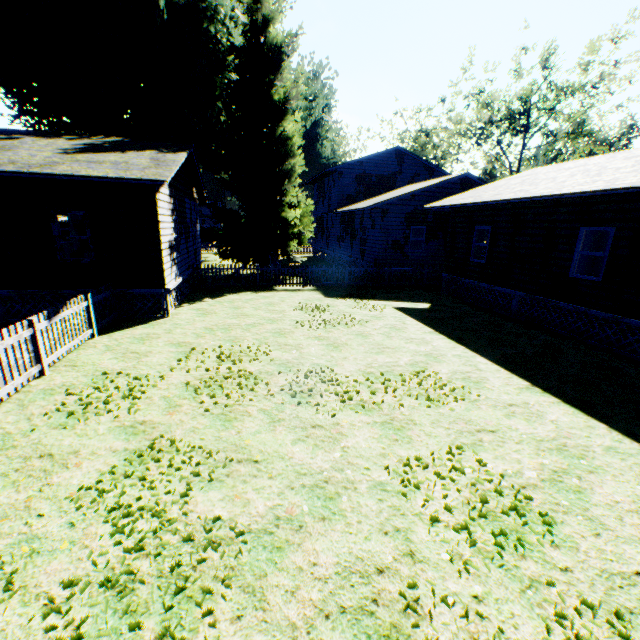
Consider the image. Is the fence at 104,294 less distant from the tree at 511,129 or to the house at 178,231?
the house at 178,231

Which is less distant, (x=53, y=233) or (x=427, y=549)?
(x=427, y=549)

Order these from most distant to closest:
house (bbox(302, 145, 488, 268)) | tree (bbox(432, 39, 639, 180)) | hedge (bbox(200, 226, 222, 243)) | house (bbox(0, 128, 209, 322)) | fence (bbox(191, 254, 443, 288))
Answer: hedge (bbox(200, 226, 222, 243)), tree (bbox(432, 39, 639, 180)), house (bbox(302, 145, 488, 268)), fence (bbox(191, 254, 443, 288)), house (bbox(0, 128, 209, 322))

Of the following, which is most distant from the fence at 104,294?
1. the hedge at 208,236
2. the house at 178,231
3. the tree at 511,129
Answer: the tree at 511,129

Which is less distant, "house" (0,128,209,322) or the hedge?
"house" (0,128,209,322)

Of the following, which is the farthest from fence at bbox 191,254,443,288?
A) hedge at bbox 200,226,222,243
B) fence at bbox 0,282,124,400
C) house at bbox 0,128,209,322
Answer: hedge at bbox 200,226,222,243

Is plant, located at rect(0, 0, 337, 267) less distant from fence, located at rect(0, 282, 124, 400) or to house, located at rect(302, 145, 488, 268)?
fence, located at rect(0, 282, 124, 400)

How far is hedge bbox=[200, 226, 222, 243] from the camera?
51.88m
